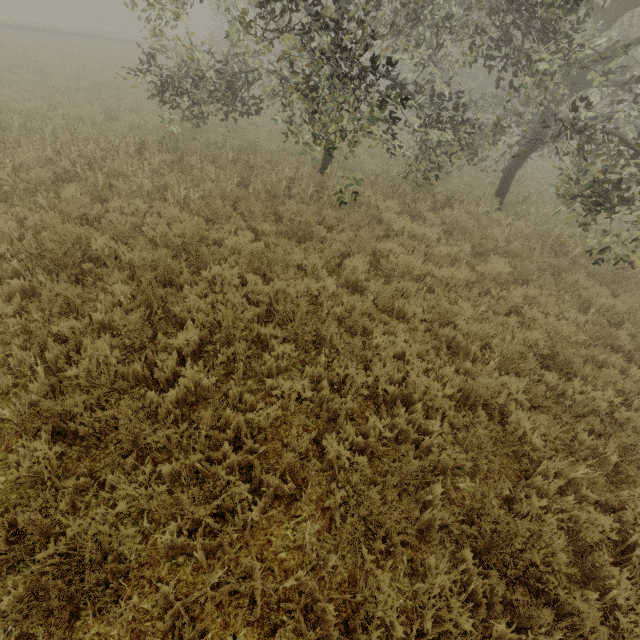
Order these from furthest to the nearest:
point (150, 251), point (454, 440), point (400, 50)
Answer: point (400, 50) → point (150, 251) → point (454, 440)
